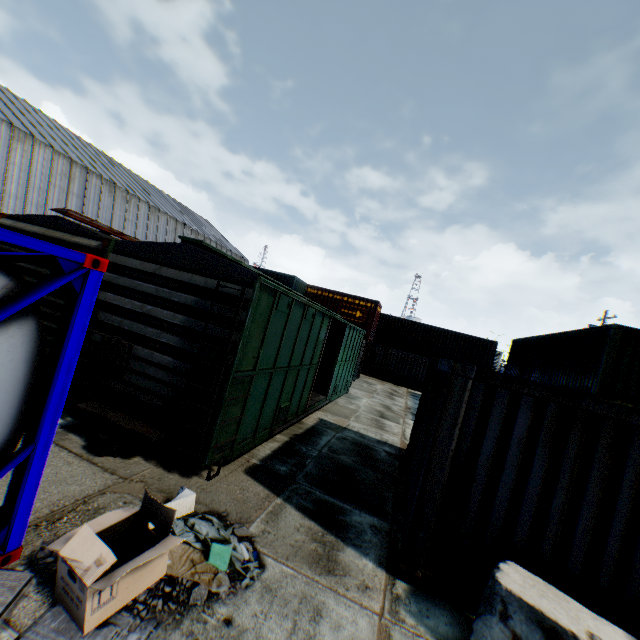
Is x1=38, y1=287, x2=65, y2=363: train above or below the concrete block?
above

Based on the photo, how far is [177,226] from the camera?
40.6 meters

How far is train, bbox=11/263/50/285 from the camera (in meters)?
6.62

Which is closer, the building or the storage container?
the storage container

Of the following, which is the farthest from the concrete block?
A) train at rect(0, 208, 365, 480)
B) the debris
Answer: train at rect(0, 208, 365, 480)

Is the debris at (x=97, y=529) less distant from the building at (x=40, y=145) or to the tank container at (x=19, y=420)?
the tank container at (x=19, y=420)

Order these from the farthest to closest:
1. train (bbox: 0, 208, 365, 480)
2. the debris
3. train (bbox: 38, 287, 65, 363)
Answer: train (bbox: 38, 287, 65, 363)
train (bbox: 0, 208, 365, 480)
the debris

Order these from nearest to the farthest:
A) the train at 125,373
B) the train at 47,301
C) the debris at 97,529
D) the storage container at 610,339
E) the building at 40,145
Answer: the debris at 97,529
the storage container at 610,339
the train at 125,373
the train at 47,301
the building at 40,145
